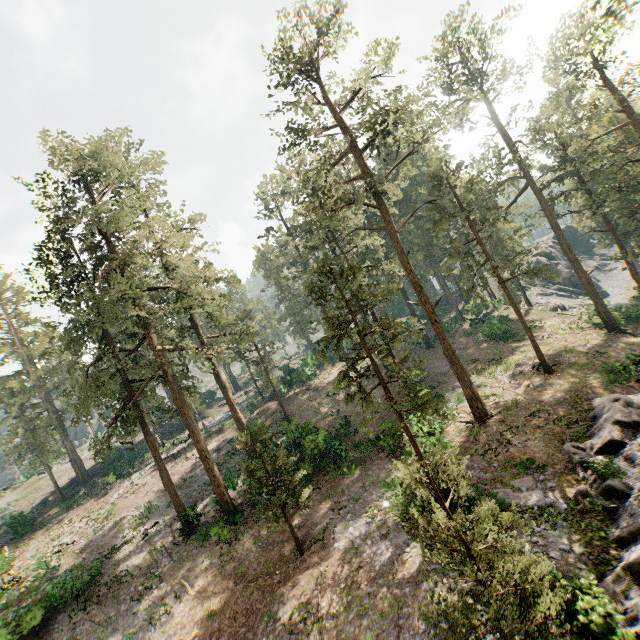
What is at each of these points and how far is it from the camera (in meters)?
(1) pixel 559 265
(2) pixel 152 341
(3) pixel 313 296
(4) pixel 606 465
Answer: (1) rock, 53.78
(2) foliage, 24.48
(3) foliage, 15.85
(4) rock, 13.92

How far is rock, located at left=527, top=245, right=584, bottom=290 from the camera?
51.3 meters

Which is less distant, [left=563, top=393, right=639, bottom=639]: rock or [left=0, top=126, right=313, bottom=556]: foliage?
[left=563, top=393, right=639, bottom=639]: rock

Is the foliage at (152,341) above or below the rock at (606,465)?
above

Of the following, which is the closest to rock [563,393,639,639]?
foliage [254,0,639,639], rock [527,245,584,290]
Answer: foliage [254,0,639,639]

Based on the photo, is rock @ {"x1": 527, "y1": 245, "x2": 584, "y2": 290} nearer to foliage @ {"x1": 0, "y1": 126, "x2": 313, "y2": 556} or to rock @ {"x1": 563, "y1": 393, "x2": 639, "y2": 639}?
foliage @ {"x1": 0, "y1": 126, "x2": 313, "y2": 556}

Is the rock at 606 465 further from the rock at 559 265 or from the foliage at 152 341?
the rock at 559 265
